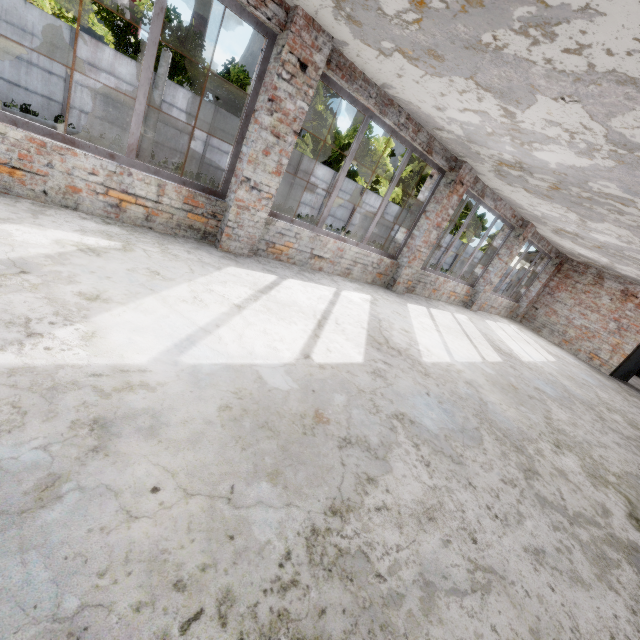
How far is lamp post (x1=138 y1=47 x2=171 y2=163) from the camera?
13.73m

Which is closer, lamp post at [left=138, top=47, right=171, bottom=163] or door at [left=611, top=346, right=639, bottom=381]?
door at [left=611, top=346, right=639, bottom=381]

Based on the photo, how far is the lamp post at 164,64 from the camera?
13.73m

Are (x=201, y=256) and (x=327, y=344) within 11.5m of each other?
yes

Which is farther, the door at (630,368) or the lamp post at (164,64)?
the lamp post at (164,64)
